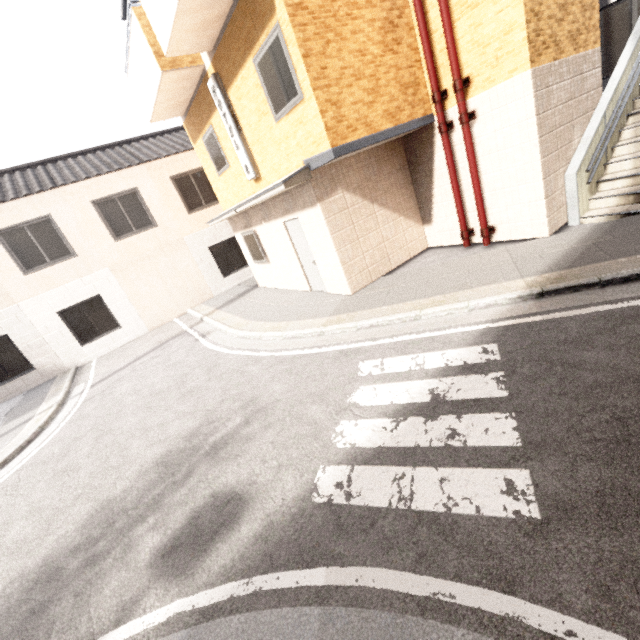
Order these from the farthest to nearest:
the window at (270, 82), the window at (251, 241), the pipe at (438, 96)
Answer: the window at (251, 241), the pipe at (438, 96), the window at (270, 82)

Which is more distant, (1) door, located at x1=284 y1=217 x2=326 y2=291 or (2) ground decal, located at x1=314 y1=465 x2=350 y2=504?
(1) door, located at x1=284 y1=217 x2=326 y2=291

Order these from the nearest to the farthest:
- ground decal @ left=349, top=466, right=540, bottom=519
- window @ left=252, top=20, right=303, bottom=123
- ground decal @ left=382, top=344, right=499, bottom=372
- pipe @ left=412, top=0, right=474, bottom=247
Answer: ground decal @ left=349, top=466, right=540, bottom=519 < ground decal @ left=382, top=344, right=499, bottom=372 < window @ left=252, top=20, right=303, bottom=123 < pipe @ left=412, top=0, right=474, bottom=247

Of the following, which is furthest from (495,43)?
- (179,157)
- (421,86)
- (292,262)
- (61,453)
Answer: (179,157)

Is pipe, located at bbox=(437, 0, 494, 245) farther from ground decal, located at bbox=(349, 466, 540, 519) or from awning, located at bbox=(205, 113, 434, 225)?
ground decal, located at bbox=(349, 466, 540, 519)

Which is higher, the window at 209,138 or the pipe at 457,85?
the window at 209,138

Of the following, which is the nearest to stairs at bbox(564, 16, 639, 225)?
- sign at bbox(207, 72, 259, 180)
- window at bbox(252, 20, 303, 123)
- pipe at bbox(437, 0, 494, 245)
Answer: pipe at bbox(437, 0, 494, 245)

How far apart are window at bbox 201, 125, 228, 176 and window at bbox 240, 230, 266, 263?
1.8 meters
